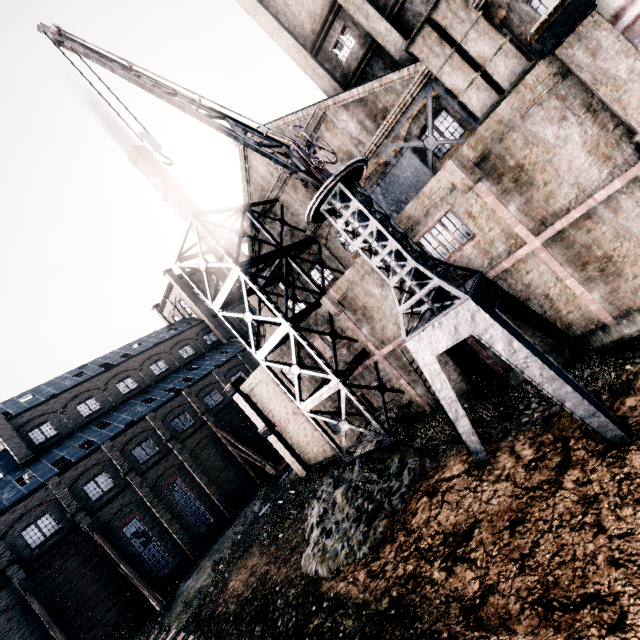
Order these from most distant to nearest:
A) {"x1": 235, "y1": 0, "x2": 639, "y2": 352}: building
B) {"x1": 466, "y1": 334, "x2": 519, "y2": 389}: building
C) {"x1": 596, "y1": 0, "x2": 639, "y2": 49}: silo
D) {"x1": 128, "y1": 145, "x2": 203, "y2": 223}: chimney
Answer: {"x1": 128, "y1": 145, "x2": 203, "y2": 223}: chimney, {"x1": 466, "y1": 334, "x2": 519, "y2": 389}: building, {"x1": 235, "y1": 0, "x2": 639, "y2": 352}: building, {"x1": 596, "y1": 0, "x2": 639, "y2": 49}: silo

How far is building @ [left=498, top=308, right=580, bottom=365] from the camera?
13.0m

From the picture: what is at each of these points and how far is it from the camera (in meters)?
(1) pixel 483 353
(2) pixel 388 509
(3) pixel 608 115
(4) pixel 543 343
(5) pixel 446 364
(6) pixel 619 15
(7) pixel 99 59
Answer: (1) building, 14.99
(2) stone debris, 12.81
(3) building, 10.04
(4) building, 13.57
(5) building, 16.27
(6) silo, 9.26
(7) crane, 8.75

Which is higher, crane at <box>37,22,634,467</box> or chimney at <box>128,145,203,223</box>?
Answer: chimney at <box>128,145,203,223</box>

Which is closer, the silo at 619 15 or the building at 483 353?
the silo at 619 15

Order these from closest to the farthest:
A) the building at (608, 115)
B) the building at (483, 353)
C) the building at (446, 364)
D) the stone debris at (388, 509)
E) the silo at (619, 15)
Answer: the silo at (619, 15), the building at (608, 115), the stone debris at (388, 509), the building at (483, 353), the building at (446, 364)

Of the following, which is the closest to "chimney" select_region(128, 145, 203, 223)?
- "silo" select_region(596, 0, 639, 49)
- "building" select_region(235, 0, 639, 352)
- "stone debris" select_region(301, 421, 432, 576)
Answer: "building" select_region(235, 0, 639, 352)
